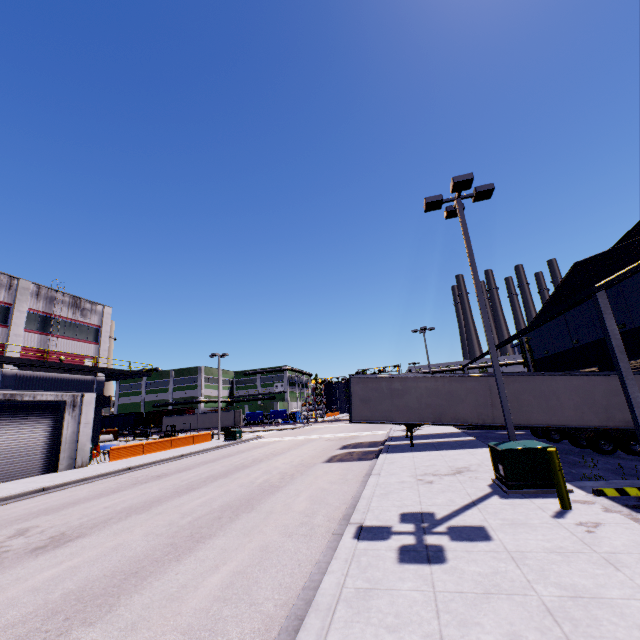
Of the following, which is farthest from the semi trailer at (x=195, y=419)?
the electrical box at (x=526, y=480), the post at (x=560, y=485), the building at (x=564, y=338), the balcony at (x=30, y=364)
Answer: the post at (x=560, y=485)

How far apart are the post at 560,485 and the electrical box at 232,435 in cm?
3074

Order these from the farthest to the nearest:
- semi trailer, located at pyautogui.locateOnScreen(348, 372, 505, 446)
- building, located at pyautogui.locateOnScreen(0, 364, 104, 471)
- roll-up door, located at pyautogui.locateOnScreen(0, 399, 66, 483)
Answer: building, located at pyautogui.locateOnScreen(0, 364, 104, 471)
roll-up door, located at pyautogui.locateOnScreen(0, 399, 66, 483)
semi trailer, located at pyautogui.locateOnScreen(348, 372, 505, 446)

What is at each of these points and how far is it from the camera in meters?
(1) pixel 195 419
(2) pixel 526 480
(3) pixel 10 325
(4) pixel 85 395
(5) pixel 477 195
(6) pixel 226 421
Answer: (1) semi trailer, 58.2
(2) electrical box, 8.1
(3) building, 25.4
(4) building, 22.2
(5) light, 11.9
(6) semi trailer, 56.4

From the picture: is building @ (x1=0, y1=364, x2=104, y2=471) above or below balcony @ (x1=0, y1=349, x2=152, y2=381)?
below

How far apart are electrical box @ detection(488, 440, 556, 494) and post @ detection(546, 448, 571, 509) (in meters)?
1.00

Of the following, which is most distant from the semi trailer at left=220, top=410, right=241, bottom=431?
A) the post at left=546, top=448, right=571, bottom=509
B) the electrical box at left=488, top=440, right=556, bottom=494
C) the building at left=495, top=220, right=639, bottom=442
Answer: the post at left=546, top=448, right=571, bottom=509

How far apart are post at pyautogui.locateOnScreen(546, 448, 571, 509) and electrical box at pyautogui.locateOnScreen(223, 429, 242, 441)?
30.7 meters
